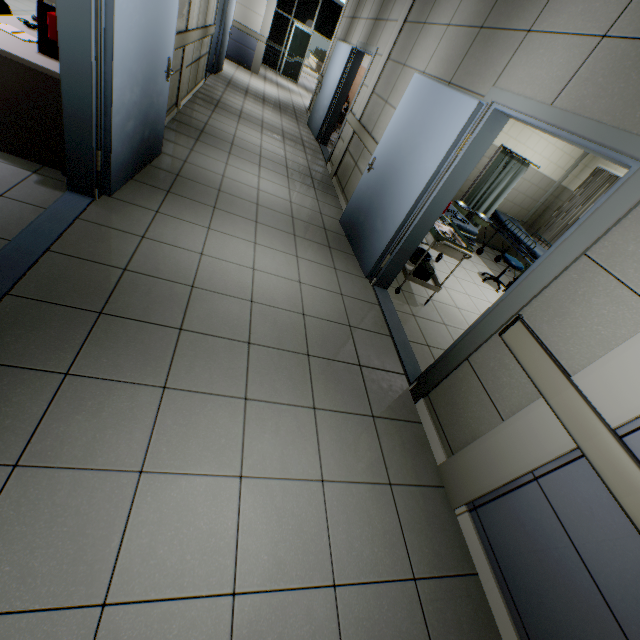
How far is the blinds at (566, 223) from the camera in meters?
6.4 m

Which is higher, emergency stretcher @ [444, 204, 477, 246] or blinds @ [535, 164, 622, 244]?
blinds @ [535, 164, 622, 244]

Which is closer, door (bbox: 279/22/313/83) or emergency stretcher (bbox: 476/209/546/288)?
emergency stretcher (bbox: 476/209/546/288)

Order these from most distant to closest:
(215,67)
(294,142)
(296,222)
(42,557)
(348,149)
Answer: (215,67) < (294,142) < (348,149) < (296,222) < (42,557)

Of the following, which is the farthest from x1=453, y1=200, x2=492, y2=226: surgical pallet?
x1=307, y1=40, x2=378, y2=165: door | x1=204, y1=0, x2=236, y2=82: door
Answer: x1=204, y1=0, x2=236, y2=82: door

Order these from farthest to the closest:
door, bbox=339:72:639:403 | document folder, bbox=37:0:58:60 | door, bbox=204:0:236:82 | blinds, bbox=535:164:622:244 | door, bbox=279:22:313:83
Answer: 1. door, bbox=279:22:313:83
2. door, bbox=204:0:236:82
3. blinds, bbox=535:164:622:244
4. document folder, bbox=37:0:58:60
5. door, bbox=339:72:639:403

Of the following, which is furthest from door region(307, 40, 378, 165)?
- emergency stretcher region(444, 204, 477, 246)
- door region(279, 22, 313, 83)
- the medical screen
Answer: door region(279, 22, 313, 83)

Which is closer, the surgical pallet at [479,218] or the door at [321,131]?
the surgical pallet at [479,218]
